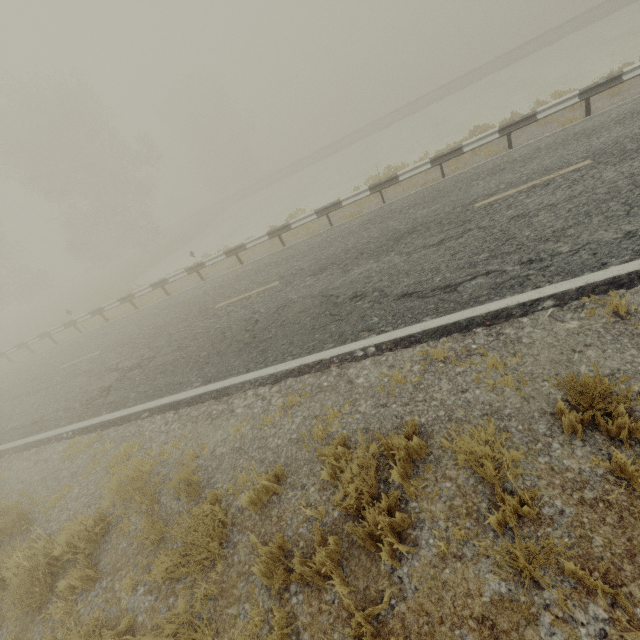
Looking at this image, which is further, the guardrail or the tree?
the tree

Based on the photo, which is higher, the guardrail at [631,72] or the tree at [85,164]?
the tree at [85,164]

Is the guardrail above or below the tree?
below

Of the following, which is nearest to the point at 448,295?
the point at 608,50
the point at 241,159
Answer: the point at 608,50

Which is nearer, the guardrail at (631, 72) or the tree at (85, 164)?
the guardrail at (631, 72)
